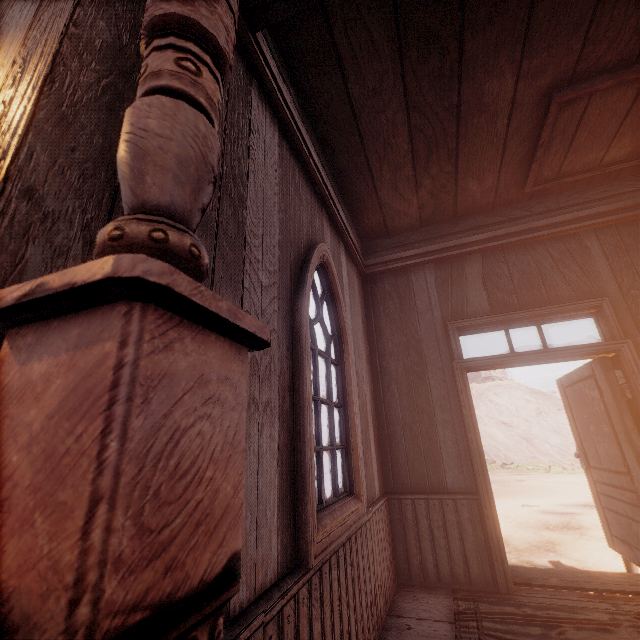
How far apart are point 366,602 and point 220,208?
2.9 meters

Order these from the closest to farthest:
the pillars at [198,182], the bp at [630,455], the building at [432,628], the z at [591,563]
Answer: the pillars at [198,182]
the building at [432,628]
the bp at [630,455]
the z at [591,563]

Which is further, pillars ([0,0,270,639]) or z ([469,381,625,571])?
z ([469,381,625,571])

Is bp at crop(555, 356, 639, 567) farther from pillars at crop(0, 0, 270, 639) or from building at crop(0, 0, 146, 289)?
pillars at crop(0, 0, 270, 639)

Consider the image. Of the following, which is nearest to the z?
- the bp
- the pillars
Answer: the bp

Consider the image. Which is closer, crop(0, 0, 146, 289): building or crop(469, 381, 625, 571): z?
crop(0, 0, 146, 289): building

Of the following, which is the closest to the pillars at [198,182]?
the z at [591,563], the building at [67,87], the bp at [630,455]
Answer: the building at [67,87]

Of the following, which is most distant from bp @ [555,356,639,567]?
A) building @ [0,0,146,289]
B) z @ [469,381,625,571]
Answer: z @ [469,381,625,571]
